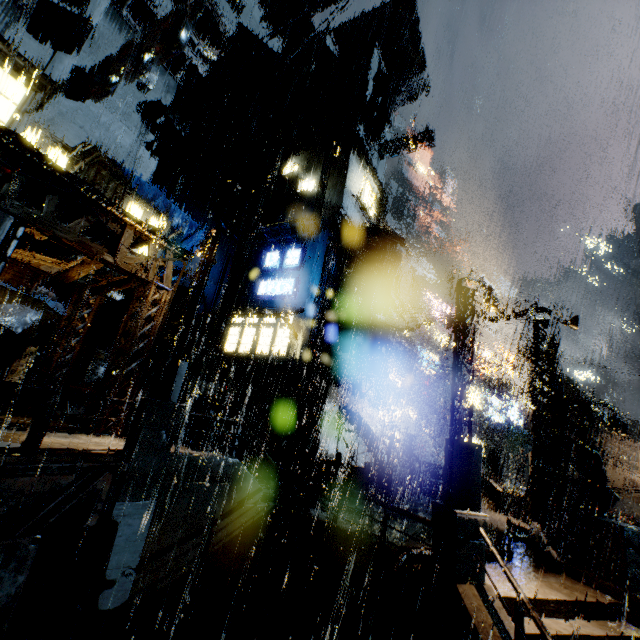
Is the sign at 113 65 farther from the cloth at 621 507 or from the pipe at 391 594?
the cloth at 621 507

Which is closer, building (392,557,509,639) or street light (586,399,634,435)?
building (392,557,509,639)

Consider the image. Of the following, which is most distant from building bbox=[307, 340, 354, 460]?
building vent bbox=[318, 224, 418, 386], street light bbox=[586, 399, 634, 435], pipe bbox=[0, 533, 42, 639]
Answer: pipe bbox=[0, 533, 42, 639]

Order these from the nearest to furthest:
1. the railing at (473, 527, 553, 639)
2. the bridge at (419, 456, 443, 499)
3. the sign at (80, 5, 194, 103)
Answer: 1. the railing at (473, 527, 553, 639)
2. the sign at (80, 5, 194, 103)
3. the bridge at (419, 456, 443, 499)

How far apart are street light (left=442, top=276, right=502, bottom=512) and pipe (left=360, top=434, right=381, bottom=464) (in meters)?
11.74

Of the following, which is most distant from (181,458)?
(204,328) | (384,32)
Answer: (384,32)

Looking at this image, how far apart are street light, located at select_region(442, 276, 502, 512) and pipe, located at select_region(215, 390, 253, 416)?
14.3m

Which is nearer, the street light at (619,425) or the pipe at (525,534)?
the pipe at (525,534)
